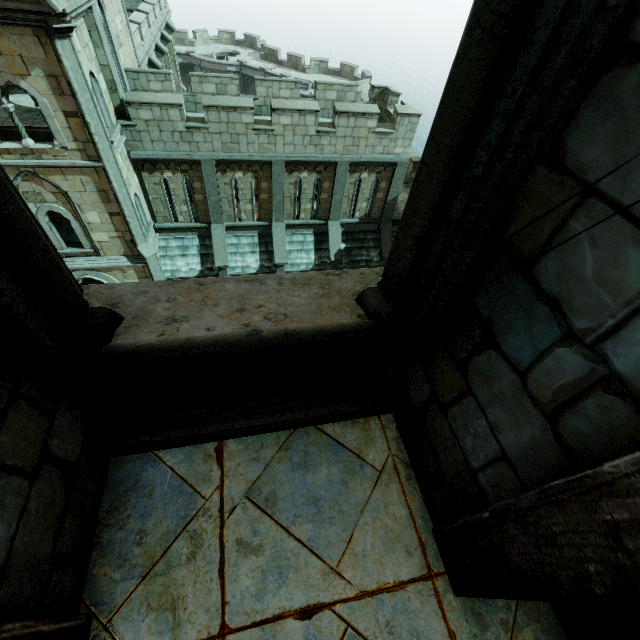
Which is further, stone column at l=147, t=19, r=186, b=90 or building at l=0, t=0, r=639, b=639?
stone column at l=147, t=19, r=186, b=90

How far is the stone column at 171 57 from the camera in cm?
1828

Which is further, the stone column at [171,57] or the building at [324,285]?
the stone column at [171,57]

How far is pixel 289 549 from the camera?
1.94m

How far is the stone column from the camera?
18.3 meters
